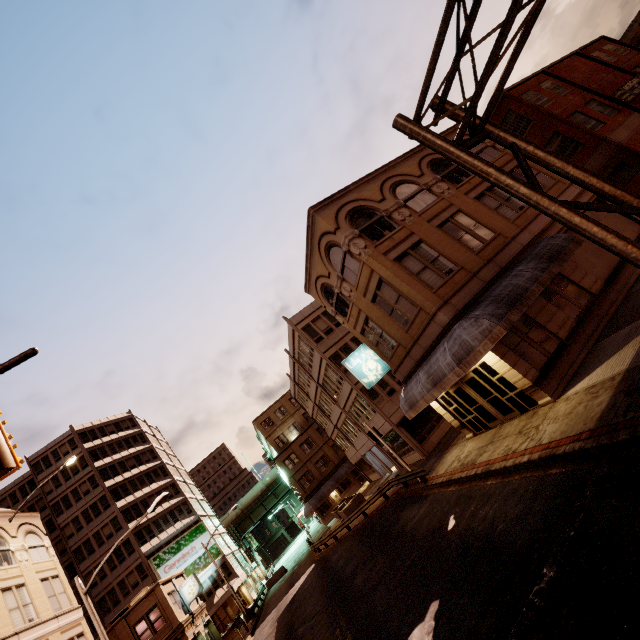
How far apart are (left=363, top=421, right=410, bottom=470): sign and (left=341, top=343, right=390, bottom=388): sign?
3.5 meters

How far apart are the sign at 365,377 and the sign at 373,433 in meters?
3.5

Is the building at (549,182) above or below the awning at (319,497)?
above

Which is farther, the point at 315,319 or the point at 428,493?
the point at 315,319

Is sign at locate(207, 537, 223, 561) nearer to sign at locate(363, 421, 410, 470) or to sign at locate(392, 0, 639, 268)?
sign at locate(363, 421, 410, 470)

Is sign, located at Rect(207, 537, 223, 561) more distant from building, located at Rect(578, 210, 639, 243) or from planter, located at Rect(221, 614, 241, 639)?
building, located at Rect(578, 210, 639, 243)

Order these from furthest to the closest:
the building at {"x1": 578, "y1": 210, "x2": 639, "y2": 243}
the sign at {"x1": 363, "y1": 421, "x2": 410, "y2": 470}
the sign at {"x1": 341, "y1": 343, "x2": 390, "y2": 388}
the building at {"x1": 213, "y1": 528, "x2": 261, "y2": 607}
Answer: the building at {"x1": 213, "y1": 528, "x2": 261, "y2": 607}, the sign at {"x1": 363, "y1": 421, "x2": 410, "y2": 470}, the sign at {"x1": 341, "y1": 343, "x2": 390, "y2": 388}, the building at {"x1": 578, "y1": 210, "x2": 639, "y2": 243}

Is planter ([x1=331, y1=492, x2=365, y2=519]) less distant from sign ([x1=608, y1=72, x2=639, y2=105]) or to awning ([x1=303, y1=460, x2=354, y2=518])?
awning ([x1=303, y1=460, x2=354, y2=518])
